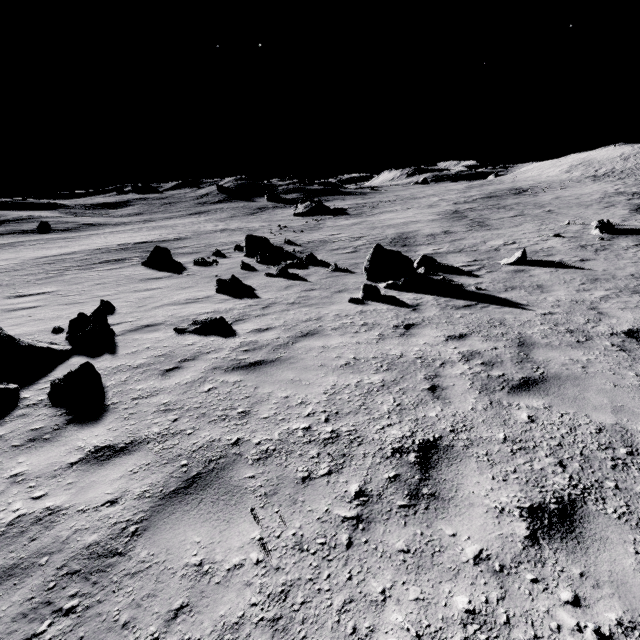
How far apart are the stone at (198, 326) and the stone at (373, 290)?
3.50m

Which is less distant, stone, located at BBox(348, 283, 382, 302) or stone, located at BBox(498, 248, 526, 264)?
stone, located at BBox(348, 283, 382, 302)

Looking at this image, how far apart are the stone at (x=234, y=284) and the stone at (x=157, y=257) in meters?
8.8 m

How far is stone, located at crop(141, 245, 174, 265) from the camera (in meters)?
18.25

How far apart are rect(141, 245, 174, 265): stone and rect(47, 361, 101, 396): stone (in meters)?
15.18

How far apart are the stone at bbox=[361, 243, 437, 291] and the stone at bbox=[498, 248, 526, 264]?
4.0m

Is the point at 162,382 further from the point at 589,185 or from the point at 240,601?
the point at 589,185

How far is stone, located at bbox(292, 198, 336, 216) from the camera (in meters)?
49.50
